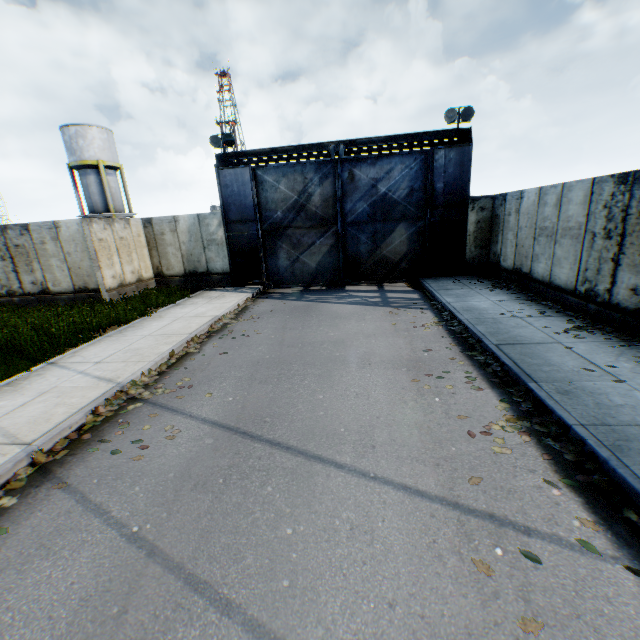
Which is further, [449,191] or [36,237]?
[449,191]

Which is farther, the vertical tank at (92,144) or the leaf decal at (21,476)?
the vertical tank at (92,144)

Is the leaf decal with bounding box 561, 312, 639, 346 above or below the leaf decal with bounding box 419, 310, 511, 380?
above

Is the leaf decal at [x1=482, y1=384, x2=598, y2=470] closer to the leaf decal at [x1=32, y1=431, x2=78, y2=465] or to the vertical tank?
the leaf decal at [x1=32, y1=431, x2=78, y2=465]

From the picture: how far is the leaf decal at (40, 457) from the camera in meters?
4.7

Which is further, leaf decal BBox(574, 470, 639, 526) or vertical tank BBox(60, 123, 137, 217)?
vertical tank BBox(60, 123, 137, 217)

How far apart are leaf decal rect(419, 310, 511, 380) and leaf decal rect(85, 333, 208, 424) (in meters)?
5.31
